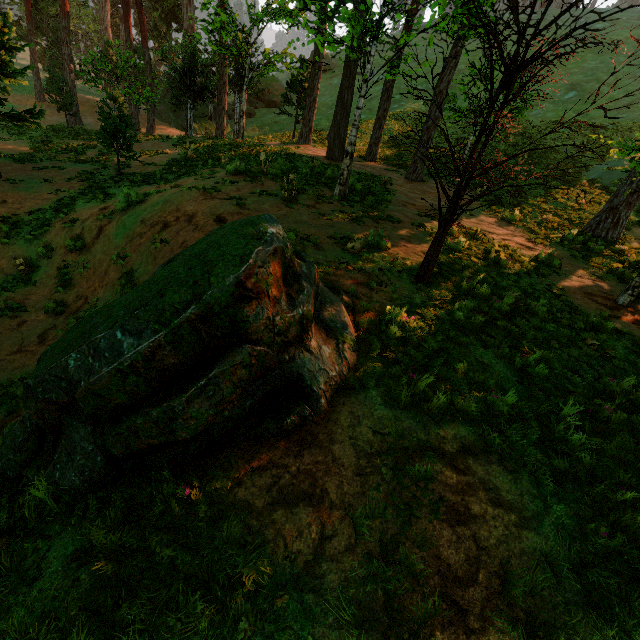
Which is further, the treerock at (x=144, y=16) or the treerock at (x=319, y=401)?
the treerock at (x=144, y=16)

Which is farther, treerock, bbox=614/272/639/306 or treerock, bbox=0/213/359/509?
treerock, bbox=614/272/639/306

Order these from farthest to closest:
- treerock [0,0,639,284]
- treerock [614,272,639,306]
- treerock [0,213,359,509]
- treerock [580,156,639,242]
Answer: treerock [580,156,639,242] < treerock [614,272,639,306] < treerock [0,0,639,284] < treerock [0,213,359,509]

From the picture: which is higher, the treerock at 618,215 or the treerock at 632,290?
the treerock at 618,215

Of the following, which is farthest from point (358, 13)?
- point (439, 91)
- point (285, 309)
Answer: point (285, 309)
